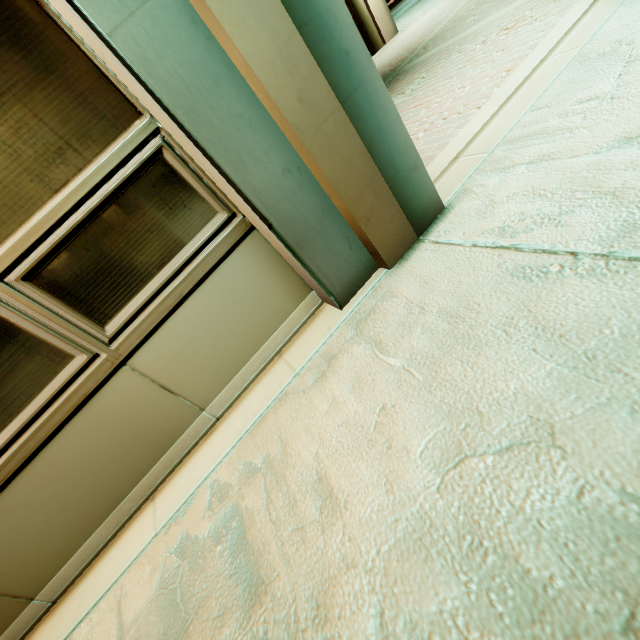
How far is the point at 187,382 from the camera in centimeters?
176cm
